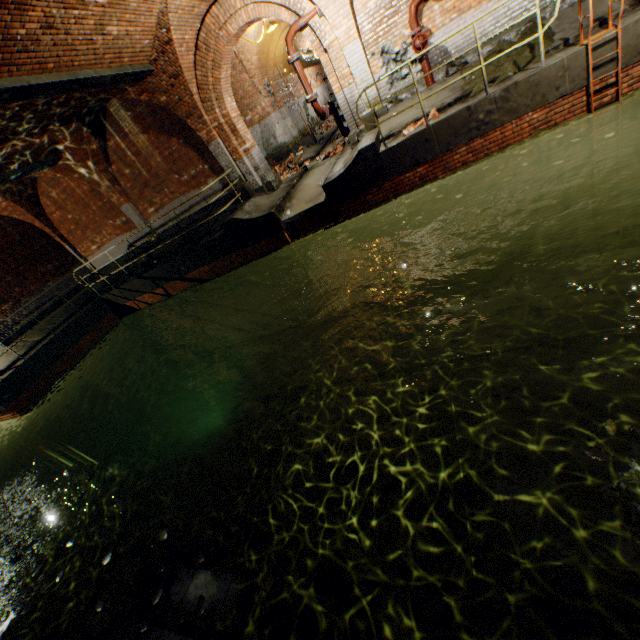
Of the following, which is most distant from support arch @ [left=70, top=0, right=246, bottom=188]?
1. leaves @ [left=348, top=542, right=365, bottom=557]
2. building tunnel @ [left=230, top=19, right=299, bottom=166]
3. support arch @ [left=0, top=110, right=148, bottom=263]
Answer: leaves @ [left=348, top=542, right=365, bottom=557]

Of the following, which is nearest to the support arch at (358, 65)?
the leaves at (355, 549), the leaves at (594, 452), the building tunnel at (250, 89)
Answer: the building tunnel at (250, 89)

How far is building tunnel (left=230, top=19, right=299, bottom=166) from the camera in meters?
12.6 m

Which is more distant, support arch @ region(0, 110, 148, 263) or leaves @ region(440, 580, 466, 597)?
support arch @ region(0, 110, 148, 263)

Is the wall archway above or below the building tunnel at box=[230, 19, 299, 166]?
below

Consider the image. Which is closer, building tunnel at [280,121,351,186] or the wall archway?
building tunnel at [280,121,351,186]

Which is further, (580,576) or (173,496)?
(173,496)

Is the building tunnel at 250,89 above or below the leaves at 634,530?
above
